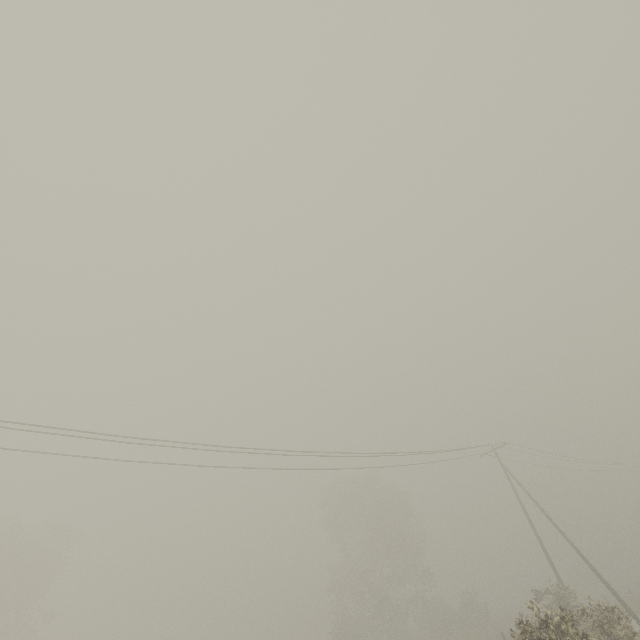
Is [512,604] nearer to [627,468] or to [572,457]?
[627,468]
